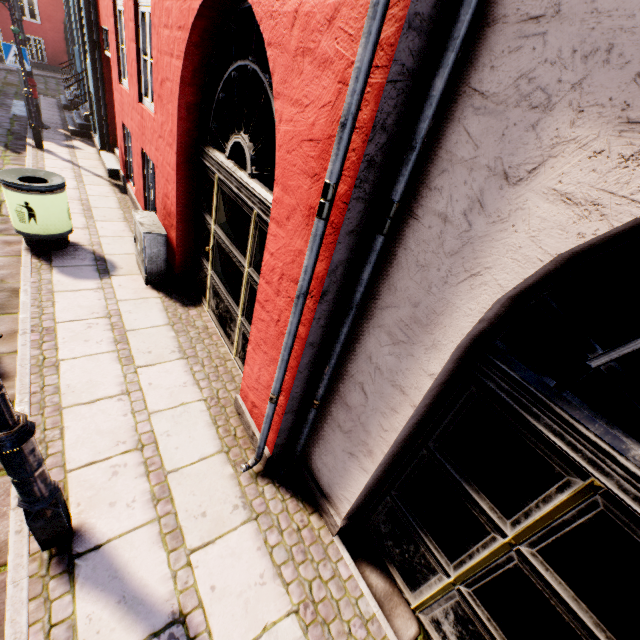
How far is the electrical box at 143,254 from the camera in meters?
4.4 m

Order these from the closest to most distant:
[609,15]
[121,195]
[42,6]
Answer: [609,15] → [121,195] → [42,6]

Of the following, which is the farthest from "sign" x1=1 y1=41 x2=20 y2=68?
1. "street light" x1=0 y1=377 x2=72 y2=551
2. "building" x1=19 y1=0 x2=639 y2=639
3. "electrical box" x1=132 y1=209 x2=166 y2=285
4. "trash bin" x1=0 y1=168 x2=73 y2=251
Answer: "street light" x1=0 y1=377 x2=72 y2=551

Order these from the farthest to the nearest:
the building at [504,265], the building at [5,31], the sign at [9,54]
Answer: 1. the building at [5,31]
2. the sign at [9,54]
3. the building at [504,265]

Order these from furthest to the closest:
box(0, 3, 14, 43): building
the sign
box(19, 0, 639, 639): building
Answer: box(0, 3, 14, 43): building
the sign
box(19, 0, 639, 639): building

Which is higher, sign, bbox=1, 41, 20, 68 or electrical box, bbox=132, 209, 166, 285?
sign, bbox=1, 41, 20, 68

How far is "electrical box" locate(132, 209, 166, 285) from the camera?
4.4 meters

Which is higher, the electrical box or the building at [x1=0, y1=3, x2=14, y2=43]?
the building at [x1=0, y1=3, x2=14, y2=43]
